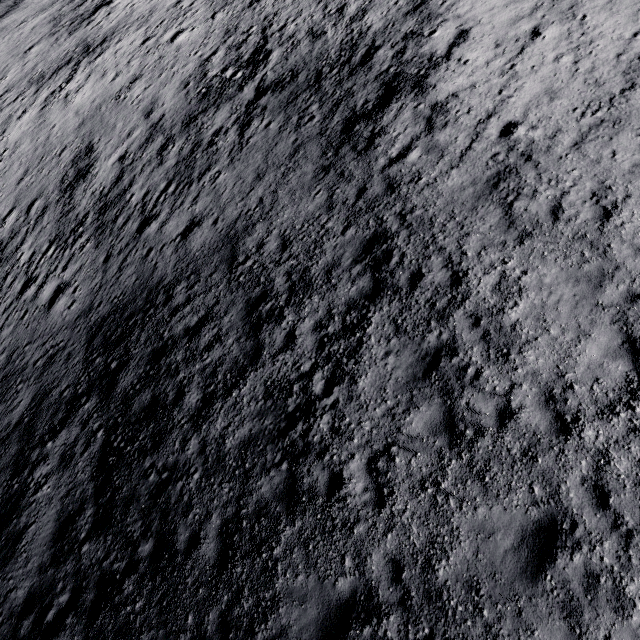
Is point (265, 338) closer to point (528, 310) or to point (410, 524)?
point (410, 524)
